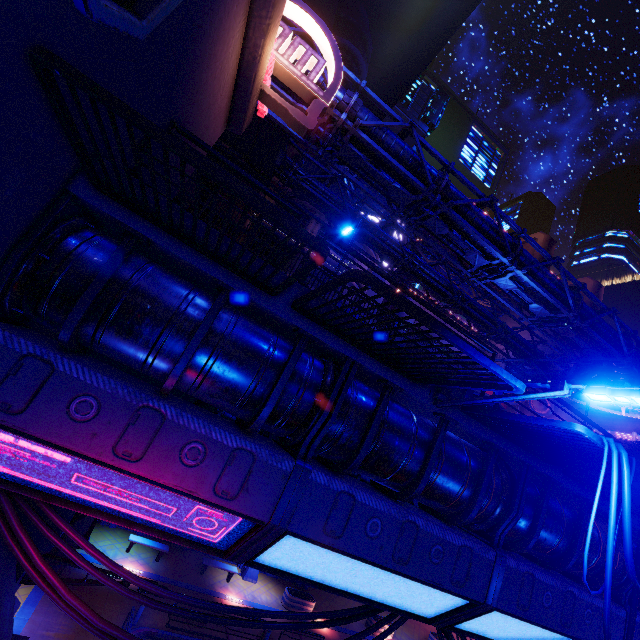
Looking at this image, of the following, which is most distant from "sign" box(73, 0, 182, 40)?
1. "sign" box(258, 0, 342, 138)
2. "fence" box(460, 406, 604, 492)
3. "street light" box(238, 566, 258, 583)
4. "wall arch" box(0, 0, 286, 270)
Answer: "street light" box(238, 566, 258, 583)

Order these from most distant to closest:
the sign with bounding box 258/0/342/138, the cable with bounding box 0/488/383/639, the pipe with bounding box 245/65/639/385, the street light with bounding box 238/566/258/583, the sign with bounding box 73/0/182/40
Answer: the street light with bounding box 238/566/258/583, the pipe with bounding box 245/65/639/385, the sign with bounding box 258/0/342/138, the cable with bounding box 0/488/383/639, the sign with bounding box 73/0/182/40

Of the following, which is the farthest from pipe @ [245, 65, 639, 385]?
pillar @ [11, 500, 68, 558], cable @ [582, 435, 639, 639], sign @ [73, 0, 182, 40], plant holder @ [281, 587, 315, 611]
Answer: plant holder @ [281, 587, 315, 611]

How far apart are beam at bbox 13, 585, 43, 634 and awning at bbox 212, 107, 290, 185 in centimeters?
2284cm

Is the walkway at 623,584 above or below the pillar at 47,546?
above

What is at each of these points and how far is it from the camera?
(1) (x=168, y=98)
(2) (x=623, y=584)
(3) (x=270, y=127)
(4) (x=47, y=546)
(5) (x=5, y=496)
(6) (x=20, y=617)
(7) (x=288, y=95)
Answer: (1) wall arch, 5.51m
(2) walkway, 8.55m
(3) awning, 16.17m
(4) pillar, 6.53m
(5) cable, 4.70m
(6) beam, 12.25m
(7) pipe, 12.39m

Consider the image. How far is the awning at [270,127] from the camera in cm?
1616

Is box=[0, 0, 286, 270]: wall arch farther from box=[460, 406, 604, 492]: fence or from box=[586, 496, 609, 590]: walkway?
box=[460, 406, 604, 492]: fence
